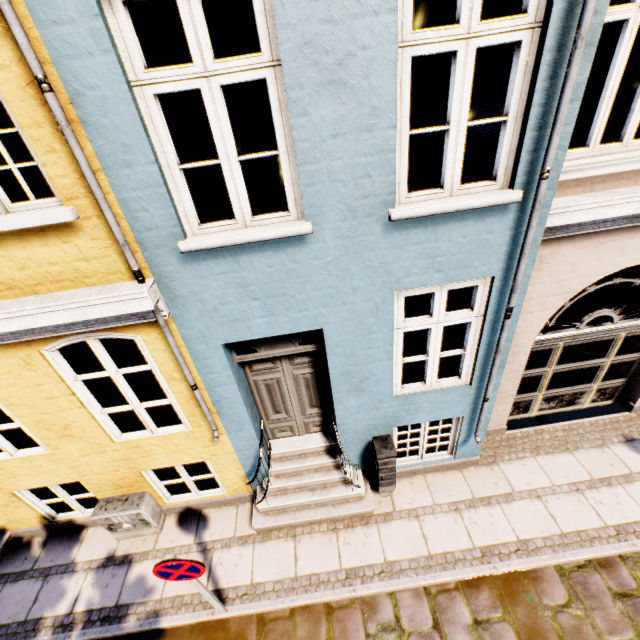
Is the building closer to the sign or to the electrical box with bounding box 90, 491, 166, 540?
the electrical box with bounding box 90, 491, 166, 540

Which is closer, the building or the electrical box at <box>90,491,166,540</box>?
the building

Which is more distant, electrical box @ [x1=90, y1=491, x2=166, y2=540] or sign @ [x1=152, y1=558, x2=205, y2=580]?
electrical box @ [x1=90, y1=491, x2=166, y2=540]

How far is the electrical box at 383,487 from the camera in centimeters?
475cm

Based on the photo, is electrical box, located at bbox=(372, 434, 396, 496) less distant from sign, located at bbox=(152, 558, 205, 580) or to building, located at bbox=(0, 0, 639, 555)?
building, located at bbox=(0, 0, 639, 555)

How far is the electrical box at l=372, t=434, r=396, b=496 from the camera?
4.75m

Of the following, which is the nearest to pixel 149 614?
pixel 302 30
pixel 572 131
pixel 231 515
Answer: pixel 231 515

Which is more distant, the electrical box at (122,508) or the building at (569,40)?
the electrical box at (122,508)
